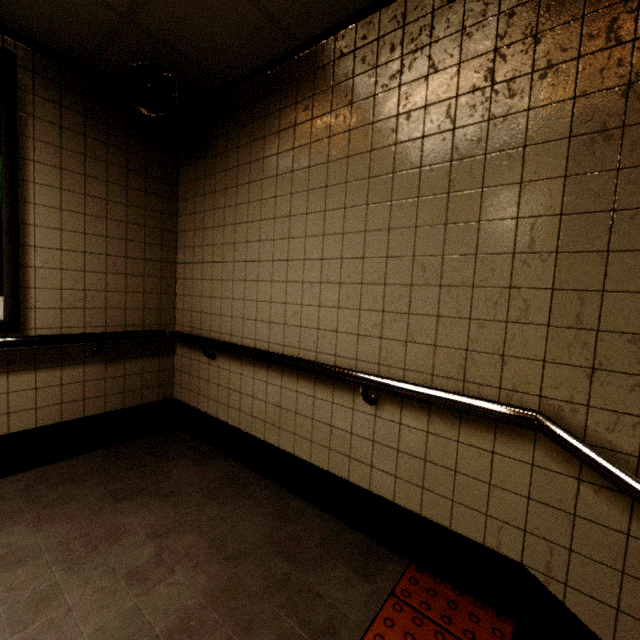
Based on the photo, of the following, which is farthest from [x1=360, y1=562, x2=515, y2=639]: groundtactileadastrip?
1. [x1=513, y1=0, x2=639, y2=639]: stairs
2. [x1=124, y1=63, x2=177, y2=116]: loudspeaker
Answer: [x1=124, y1=63, x2=177, y2=116]: loudspeaker

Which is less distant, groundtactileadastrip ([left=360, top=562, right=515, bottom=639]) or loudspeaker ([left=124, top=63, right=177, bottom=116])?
groundtactileadastrip ([left=360, top=562, right=515, bottom=639])

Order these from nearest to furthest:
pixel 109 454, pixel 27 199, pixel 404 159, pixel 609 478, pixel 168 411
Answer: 1. pixel 609 478
2. pixel 404 159
3. pixel 27 199
4. pixel 109 454
5. pixel 168 411

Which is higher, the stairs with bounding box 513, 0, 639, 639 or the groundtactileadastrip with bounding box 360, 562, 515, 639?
the stairs with bounding box 513, 0, 639, 639

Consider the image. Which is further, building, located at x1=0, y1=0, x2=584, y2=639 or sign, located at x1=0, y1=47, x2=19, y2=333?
sign, located at x1=0, y1=47, x2=19, y2=333

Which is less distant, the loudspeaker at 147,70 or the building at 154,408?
the building at 154,408

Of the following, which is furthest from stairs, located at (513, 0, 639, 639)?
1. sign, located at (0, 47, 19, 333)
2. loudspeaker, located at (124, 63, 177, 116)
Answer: sign, located at (0, 47, 19, 333)

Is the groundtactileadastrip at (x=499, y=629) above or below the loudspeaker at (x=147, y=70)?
below
